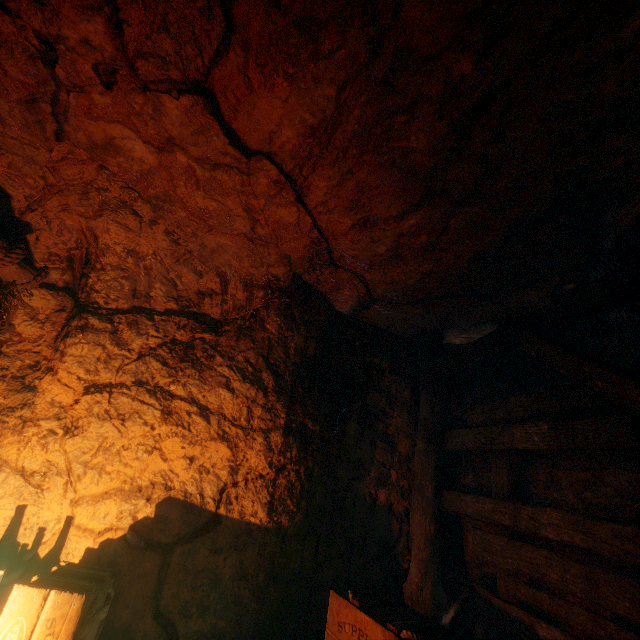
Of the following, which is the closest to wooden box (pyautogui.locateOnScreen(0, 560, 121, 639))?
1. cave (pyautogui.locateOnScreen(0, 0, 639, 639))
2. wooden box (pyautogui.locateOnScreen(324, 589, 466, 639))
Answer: cave (pyautogui.locateOnScreen(0, 0, 639, 639))

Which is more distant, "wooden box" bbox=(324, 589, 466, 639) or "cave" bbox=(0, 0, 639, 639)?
"wooden box" bbox=(324, 589, 466, 639)

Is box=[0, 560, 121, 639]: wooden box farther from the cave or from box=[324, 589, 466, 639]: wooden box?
box=[324, 589, 466, 639]: wooden box

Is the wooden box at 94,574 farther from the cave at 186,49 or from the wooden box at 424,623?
the wooden box at 424,623

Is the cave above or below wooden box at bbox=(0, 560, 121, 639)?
above

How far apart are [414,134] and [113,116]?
2.4m
